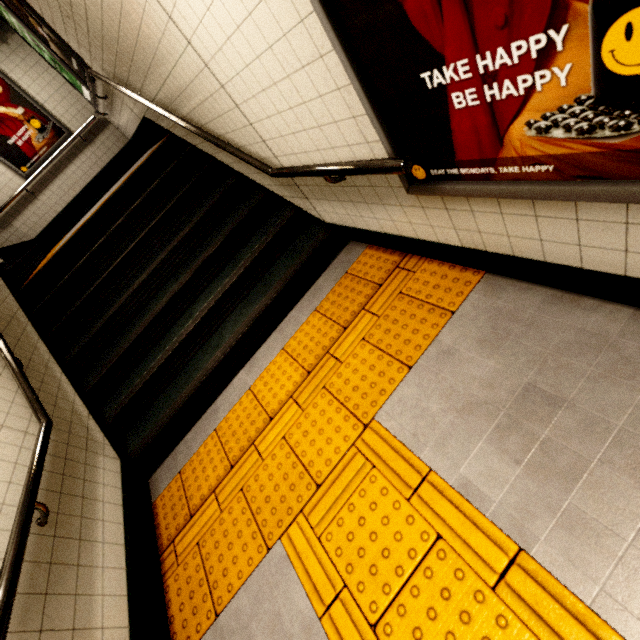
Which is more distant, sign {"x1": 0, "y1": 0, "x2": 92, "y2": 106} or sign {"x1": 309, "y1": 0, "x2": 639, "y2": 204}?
sign {"x1": 0, "y1": 0, "x2": 92, "y2": 106}

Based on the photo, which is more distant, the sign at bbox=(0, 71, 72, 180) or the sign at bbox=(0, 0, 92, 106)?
the sign at bbox=(0, 71, 72, 180)

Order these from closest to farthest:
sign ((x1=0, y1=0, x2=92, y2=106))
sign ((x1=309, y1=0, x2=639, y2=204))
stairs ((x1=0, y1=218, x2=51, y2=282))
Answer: sign ((x1=309, y1=0, x2=639, y2=204)), sign ((x1=0, y1=0, x2=92, y2=106)), stairs ((x1=0, y1=218, x2=51, y2=282))

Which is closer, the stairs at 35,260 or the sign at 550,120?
the sign at 550,120

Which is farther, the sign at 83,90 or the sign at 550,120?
the sign at 83,90

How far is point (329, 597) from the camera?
1.57m

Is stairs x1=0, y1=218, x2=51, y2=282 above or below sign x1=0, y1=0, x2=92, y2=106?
below

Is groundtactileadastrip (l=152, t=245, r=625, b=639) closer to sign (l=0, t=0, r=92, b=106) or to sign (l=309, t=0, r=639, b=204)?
sign (l=309, t=0, r=639, b=204)
